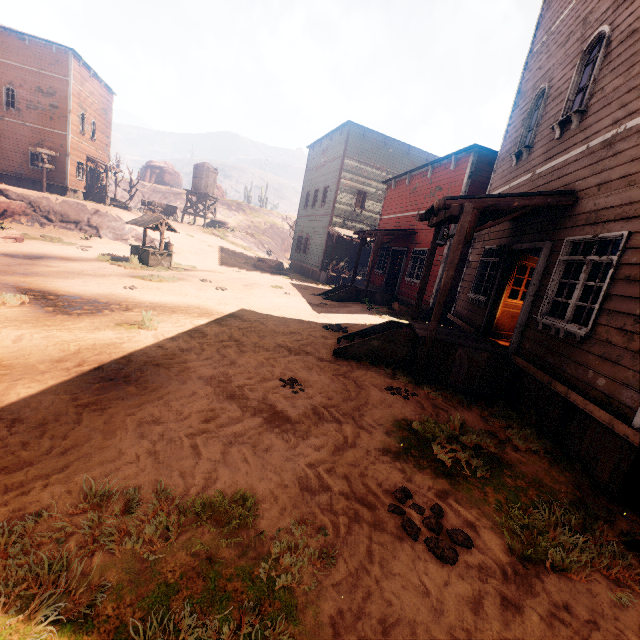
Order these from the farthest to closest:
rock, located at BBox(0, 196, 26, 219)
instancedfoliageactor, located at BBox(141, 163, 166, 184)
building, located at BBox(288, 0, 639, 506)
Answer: instancedfoliageactor, located at BBox(141, 163, 166, 184) < rock, located at BBox(0, 196, 26, 219) < building, located at BBox(288, 0, 639, 506)

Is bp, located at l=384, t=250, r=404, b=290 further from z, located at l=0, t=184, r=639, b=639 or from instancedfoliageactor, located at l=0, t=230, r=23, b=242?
instancedfoliageactor, located at l=0, t=230, r=23, b=242

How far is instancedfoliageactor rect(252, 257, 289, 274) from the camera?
24.9m

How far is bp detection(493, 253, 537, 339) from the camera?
7.99m

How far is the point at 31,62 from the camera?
24.5m

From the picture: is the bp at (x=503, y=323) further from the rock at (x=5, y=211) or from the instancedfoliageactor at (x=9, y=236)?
the rock at (x=5, y=211)

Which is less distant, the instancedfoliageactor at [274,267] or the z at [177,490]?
the z at [177,490]

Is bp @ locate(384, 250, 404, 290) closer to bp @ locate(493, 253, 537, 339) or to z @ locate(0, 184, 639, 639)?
z @ locate(0, 184, 639, 639)
